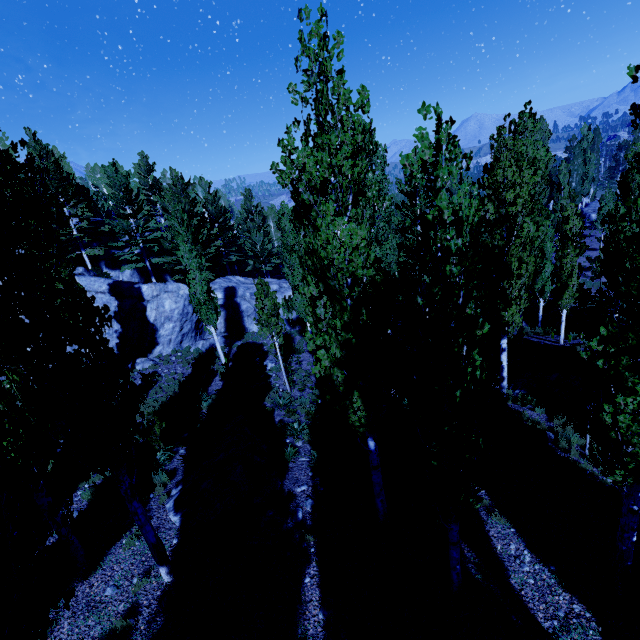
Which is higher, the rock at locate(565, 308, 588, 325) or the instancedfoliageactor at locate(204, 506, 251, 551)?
the instancedfoliageactor at locate(204, 506, 251, 551)

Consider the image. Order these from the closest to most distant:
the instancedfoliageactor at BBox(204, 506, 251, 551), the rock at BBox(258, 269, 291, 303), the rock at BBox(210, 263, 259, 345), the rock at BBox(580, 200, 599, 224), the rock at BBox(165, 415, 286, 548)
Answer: the instancedfoliageactor at BBox(204, 506, 251, 551) < the rock at BBox(165, 415, 286, 548) < the rock at BBox(210, 263, 259, 345) < the rock at BBox(258, 269, 291, 303) < the rock at BBox(580, 200, 599, 224)

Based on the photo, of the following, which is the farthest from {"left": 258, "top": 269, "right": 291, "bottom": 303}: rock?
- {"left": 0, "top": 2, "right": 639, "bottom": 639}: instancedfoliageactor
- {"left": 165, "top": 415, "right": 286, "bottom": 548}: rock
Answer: {"left": 165, "top": 415, "right": 286, "bottom": 548}: rock

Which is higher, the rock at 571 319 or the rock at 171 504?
the rock at 171 504

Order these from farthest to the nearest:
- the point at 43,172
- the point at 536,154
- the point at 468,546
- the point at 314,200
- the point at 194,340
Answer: the point at 194,340
the point at 536,154
the point at 468,546
the point at 314,200
the point at 43,172

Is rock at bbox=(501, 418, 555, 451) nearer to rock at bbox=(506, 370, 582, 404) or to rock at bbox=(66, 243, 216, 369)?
rock at bbox=(506, 370, 582, 404)

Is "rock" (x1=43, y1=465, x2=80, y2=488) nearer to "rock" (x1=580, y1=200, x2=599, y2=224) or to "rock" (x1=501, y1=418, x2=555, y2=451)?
"rock" (x1=501, y1=418, x2=555, y2=451)

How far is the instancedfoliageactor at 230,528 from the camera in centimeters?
795cm
